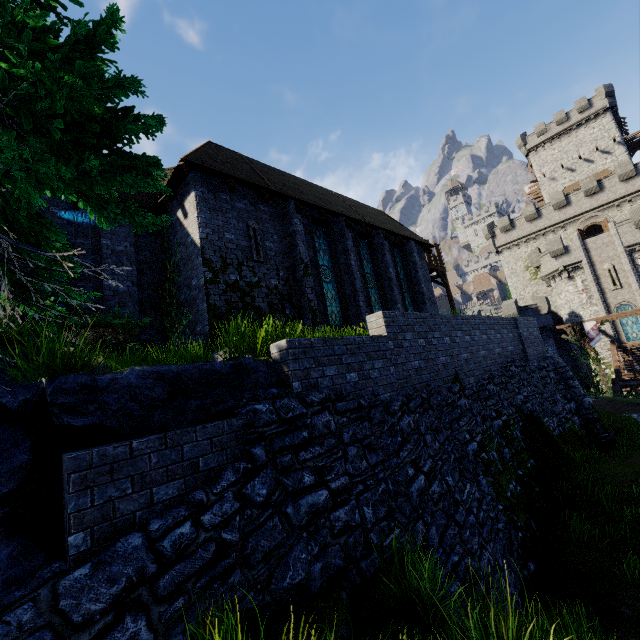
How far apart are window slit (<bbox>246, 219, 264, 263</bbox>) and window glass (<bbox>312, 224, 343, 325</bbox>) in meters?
2.5 m

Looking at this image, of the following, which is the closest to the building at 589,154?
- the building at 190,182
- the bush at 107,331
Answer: the building at 190,182

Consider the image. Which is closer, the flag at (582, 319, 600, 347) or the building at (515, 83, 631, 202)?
the flag at (582, 319, 600, 347)

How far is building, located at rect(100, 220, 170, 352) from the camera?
10.7 meters

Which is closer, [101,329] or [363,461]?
[363,461]

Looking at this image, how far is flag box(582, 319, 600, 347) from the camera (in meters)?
25.75

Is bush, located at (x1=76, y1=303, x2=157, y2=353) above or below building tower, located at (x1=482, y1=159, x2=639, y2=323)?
below

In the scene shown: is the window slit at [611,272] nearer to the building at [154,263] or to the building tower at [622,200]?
the building tower at [622,200]
